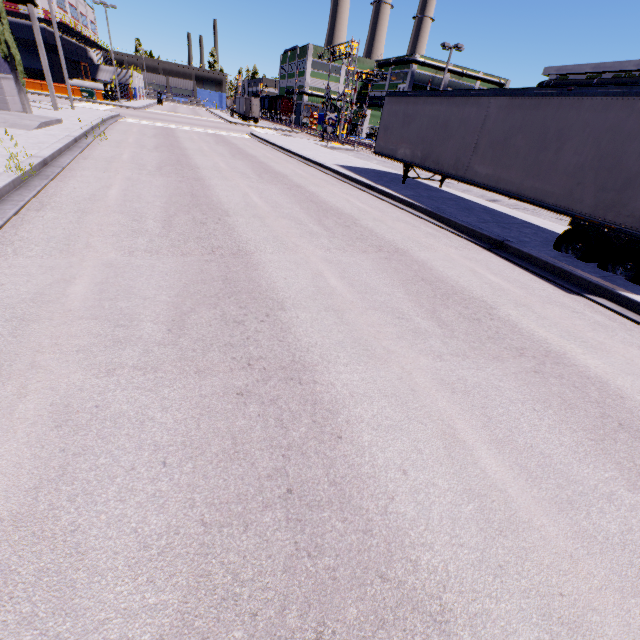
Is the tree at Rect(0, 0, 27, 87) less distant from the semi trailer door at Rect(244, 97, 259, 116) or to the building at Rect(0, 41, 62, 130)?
the building at Rect(0, 41, 62, 130)

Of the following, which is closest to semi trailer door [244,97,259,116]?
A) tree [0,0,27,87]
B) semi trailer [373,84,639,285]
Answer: semi trailer [373,84,639,285]

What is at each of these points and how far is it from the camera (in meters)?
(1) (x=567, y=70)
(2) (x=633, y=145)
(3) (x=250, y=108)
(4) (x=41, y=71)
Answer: (1) building, 34.12
(2) semi trailer, 7.12
(3) semi trailer door, 54.59
(4) building, 45.00

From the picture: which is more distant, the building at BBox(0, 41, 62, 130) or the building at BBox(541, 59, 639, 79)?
the building at BBox(541, 59, 639, 79)

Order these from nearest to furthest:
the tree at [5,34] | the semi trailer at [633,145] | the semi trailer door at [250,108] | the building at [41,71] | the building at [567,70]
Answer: the semi trailer at [633,145] → the tree at [5,34] → the building at [41,71] → the building at [567,70] → the semi trailer door at [250,108]

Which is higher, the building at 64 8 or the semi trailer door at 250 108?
the building at 64 8

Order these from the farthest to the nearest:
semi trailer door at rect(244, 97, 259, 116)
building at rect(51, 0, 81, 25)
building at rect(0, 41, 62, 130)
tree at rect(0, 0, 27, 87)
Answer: semi trailer door at rect(244, 97, 259, 116) → building at rect(51, 0, 81, 25) → tree at rect(0, 0, 27, 87) → building at rect(0, 41, 62, 130)
